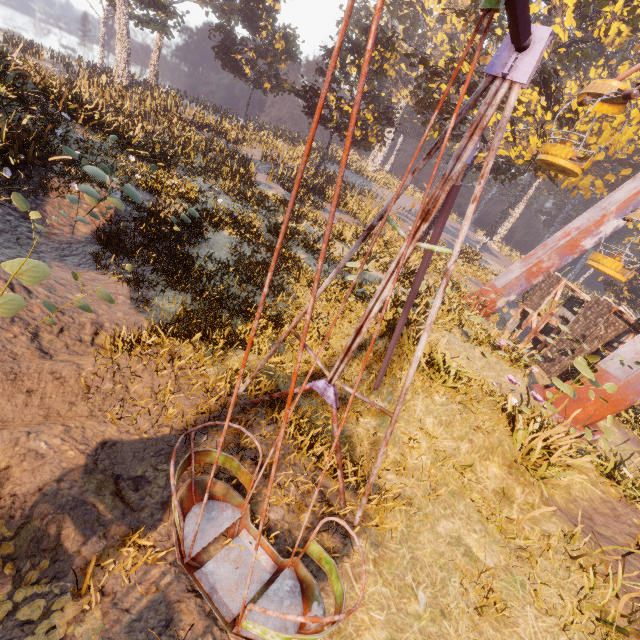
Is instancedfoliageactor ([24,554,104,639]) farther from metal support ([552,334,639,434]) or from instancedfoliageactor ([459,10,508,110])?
metal support ([552,334,639,434])

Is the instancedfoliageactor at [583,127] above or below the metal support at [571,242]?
above

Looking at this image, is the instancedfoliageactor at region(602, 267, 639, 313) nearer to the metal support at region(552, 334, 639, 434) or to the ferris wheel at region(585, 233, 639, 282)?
the metal support at region(552, 334, 639, 434)

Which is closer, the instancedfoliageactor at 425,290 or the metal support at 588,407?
the instancedfoliageactor at 425,290

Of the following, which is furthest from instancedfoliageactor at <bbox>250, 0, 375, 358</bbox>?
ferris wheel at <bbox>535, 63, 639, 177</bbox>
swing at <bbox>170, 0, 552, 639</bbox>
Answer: swing at <bbox>170, 0, 552, 639</bbox>

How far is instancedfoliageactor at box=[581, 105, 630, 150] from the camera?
17.37m

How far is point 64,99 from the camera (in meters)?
12.26
